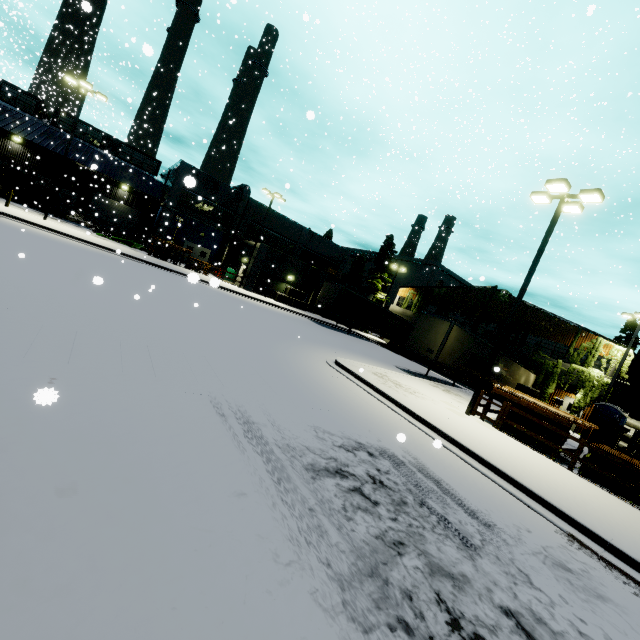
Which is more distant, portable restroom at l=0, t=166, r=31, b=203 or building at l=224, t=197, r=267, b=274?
building at l=224, t=197, r=267, b=274

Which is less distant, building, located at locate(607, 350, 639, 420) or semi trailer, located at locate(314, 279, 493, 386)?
semi trailer, located at locate(314, 279, 493, 386)

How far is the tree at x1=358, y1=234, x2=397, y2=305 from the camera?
44.3 meters

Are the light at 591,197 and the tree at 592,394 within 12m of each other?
no

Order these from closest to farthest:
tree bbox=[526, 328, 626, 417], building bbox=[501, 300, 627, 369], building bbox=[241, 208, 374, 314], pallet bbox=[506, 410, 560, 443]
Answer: A:
1. pallet bbox=[506, 410, 560, 443]
2. tree bbox=[526, 328, 626, 417]
3. building bbox=[501, 300, 627, 369]
4. building bbox=[241, 208, 374, 314]

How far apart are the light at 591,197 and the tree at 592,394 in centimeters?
1753cm

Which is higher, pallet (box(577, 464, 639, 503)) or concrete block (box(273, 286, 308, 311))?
concrete block (box(273, 286, 308, 311))

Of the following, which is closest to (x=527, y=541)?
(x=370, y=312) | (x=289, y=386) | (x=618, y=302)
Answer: (x=289, y=386)
